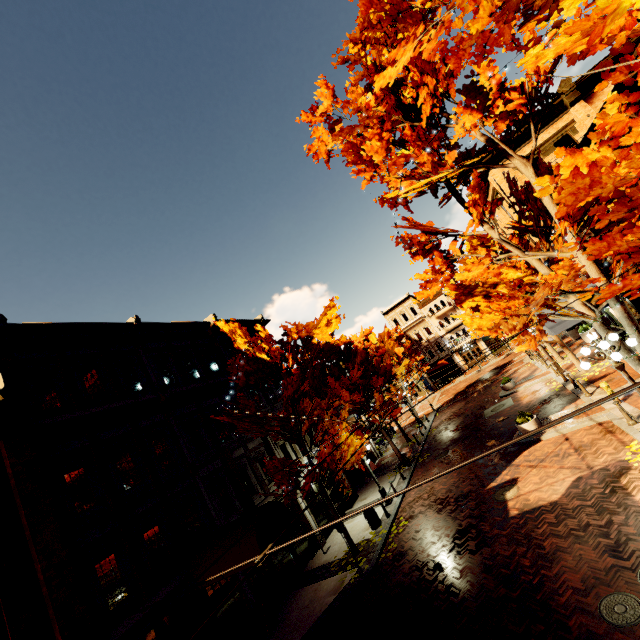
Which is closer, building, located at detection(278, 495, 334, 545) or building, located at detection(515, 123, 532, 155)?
building, located at detection(278, 495, 334, 545)

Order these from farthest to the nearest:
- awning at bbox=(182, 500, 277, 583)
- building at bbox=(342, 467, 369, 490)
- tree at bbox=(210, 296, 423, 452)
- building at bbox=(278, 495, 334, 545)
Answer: building at bbox=(342, 467, 369, 490), building at bbox=(278, 495, 334, 545), tree at bbox=(210, 296, 423, 452), awning at bbox=(182, 500, 277, 583)

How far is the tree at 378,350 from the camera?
14.1 meters

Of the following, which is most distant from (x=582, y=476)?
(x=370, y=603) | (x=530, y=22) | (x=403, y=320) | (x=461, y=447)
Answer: (x=403, y=320)

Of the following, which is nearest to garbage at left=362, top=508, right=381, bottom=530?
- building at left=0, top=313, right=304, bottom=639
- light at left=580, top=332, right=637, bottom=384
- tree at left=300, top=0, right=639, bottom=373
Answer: tree at left=300, top=0, right=639, bottom=373

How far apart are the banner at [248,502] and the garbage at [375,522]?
5.2 meters

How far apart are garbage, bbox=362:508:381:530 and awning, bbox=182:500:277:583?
4.9m

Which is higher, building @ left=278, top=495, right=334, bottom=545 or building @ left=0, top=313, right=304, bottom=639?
building @ left=0, top=313, right=304, bottom=639
